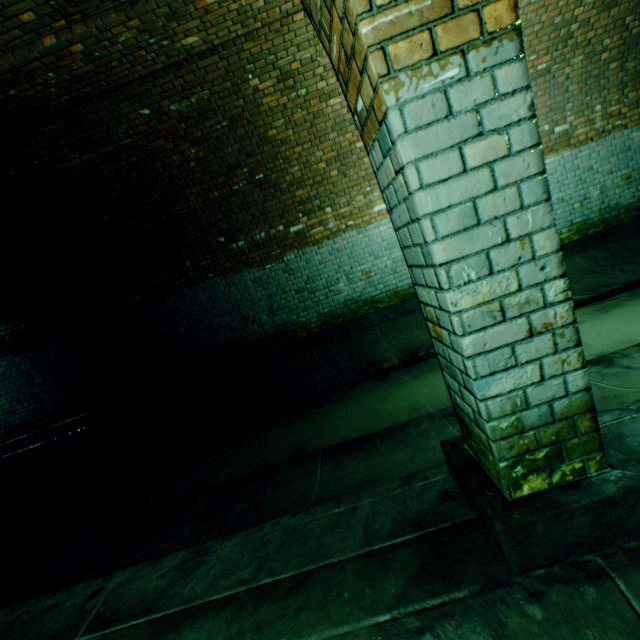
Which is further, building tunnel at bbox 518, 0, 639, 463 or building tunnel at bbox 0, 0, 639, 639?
building tunnel at bbox 518, 0, 639, 463

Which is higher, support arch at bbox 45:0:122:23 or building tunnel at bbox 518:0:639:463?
support arch at bbox 45:0:122:23

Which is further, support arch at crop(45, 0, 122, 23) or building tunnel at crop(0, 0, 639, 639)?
support arch at crop(45, 0, 122, 23)

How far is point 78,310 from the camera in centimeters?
619cm

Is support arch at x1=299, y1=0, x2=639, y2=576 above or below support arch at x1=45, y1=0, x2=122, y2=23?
below

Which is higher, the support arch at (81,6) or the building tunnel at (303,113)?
the support arch at (81,6)
